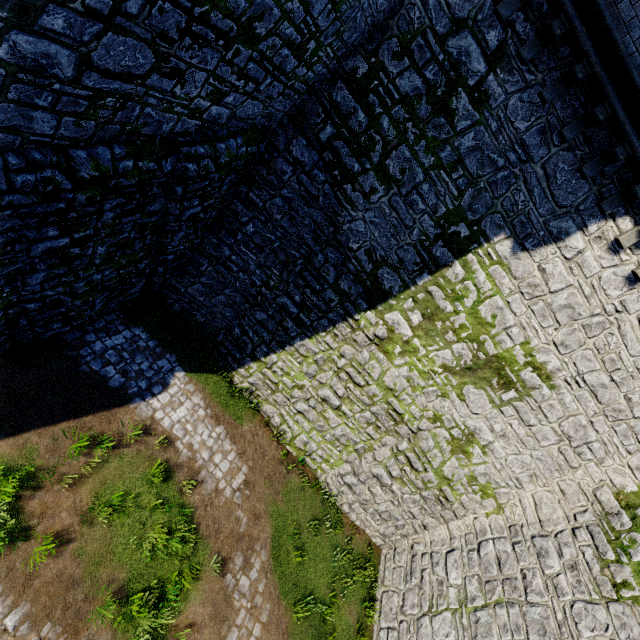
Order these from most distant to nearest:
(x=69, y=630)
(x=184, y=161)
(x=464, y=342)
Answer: (x=464, y=342), (x=184, y=161), (x=69, y=630)
